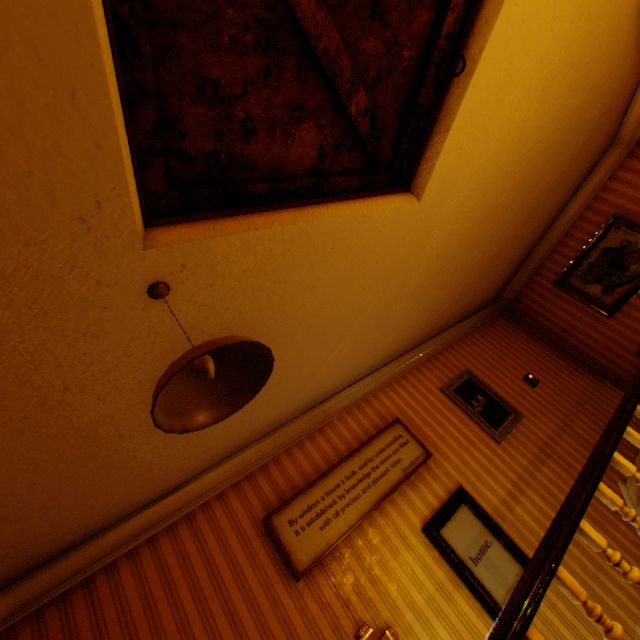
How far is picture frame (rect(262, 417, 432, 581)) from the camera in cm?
294

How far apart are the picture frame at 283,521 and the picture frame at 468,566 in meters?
0.4

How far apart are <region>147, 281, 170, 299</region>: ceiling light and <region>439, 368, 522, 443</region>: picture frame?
4.2m

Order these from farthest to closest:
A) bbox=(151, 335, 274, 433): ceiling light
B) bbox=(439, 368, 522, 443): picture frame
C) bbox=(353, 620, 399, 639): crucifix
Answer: bbox=(439, 368, 522, 443): picture frame, bbox=(353, 620, 399, 639): crucifix, bbox=(151, 335, 274, 433): ceiling light

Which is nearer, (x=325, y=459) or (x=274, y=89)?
(x=274, y=89)

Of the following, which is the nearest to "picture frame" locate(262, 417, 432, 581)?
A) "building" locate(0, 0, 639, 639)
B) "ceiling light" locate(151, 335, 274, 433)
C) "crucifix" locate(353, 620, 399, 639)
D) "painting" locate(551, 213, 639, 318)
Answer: "building" locate(0, 0, 639, 639)

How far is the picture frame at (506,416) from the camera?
4.41m

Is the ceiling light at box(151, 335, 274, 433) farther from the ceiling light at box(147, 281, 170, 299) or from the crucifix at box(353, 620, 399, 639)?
the crucifix at box(353, 620, 399, 639)
